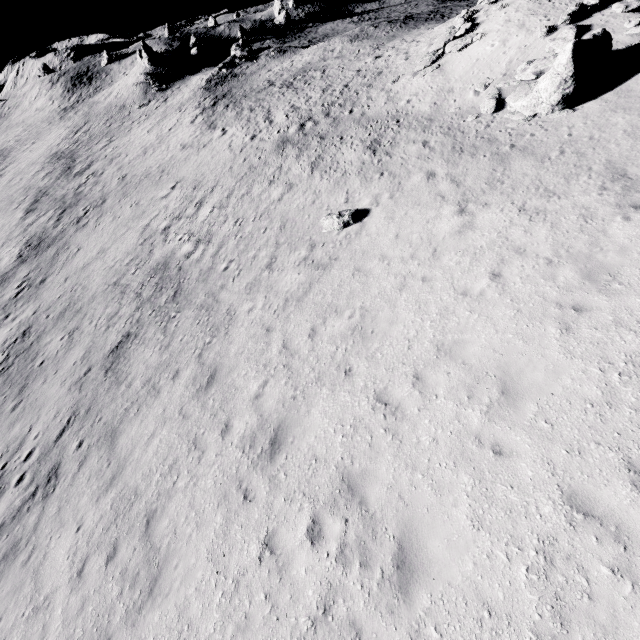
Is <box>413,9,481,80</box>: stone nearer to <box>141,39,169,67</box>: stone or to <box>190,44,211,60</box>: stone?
<box>141,39,169,67</box>: stone

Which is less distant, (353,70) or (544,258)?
(544,258)

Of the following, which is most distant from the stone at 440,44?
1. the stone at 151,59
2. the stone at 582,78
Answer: the stone at 151,59

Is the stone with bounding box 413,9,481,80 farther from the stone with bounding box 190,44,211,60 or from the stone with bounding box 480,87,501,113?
the stone with bounding box 190,44,211,60

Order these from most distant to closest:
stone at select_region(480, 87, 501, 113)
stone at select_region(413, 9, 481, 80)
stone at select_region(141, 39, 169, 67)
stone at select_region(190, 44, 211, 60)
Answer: stone at select_region(190, 44, 211, 60) → stone at select_region(141, 39, 169, 67) → stone at select_region(413, 9, 481, 80) → stone at select_region(480, 87, 501, 113)

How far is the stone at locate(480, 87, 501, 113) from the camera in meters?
15.6

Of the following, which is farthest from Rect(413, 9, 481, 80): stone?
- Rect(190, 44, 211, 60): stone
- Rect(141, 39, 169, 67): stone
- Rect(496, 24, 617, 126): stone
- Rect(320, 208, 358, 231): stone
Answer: Rect(190, 44, 211, 60): stone

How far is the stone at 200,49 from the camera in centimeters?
5616cm
